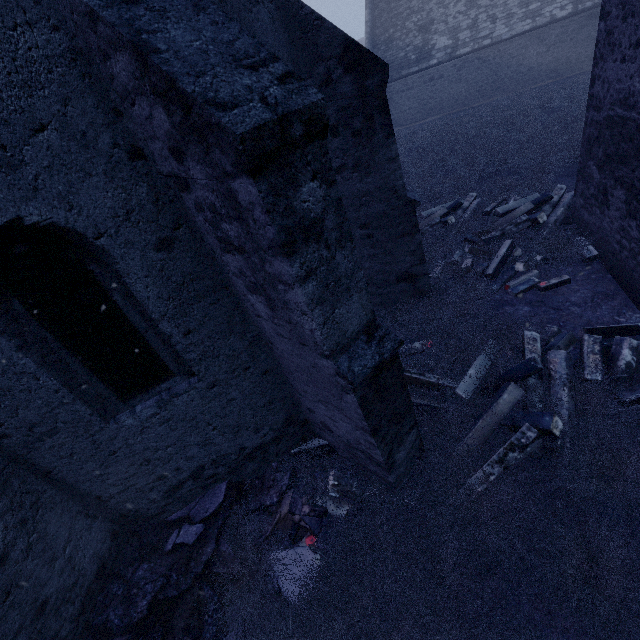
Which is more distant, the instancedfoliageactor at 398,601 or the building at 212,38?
the instancedfoliageactor at 398,601

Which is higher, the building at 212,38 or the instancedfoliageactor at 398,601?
the building at 212,38

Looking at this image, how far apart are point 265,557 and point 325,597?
0.88m

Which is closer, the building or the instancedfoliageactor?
the building

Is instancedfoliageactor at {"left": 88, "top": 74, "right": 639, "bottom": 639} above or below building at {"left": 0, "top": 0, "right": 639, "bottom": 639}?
below
